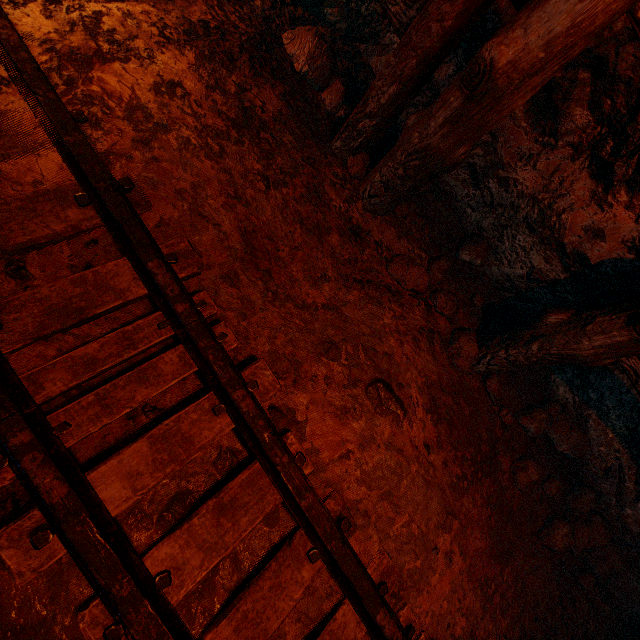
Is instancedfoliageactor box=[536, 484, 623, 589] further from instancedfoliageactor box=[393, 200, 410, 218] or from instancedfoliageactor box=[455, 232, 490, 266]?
instancedfoliageactor box=[393, 200, 410, 218]

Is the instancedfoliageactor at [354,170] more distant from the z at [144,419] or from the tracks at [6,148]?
the tracks at [6,148]

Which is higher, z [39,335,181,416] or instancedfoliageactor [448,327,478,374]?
z [39,335,181,416]

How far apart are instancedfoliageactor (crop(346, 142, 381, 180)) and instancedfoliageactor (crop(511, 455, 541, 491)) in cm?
261

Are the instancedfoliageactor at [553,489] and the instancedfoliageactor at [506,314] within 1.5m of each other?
yes

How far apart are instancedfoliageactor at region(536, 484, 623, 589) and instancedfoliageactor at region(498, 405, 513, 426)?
0.6 meters

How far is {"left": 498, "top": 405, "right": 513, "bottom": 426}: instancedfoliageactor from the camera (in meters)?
2.61

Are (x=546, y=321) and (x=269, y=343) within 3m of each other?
yes
